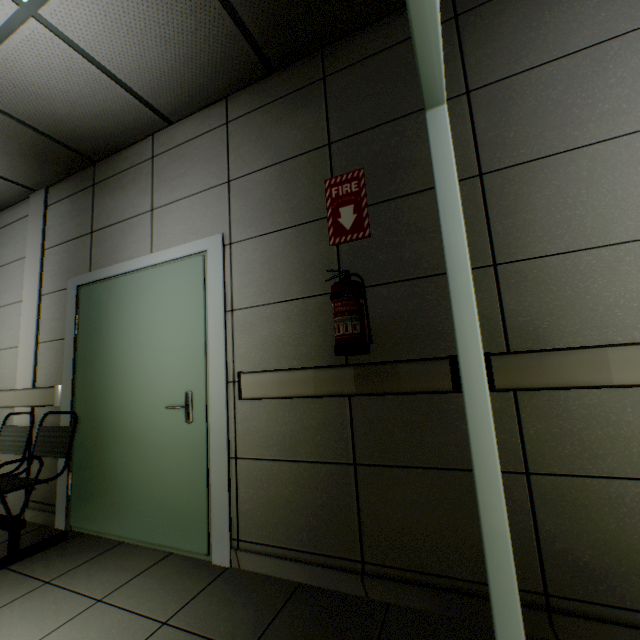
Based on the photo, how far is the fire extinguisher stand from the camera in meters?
1.6

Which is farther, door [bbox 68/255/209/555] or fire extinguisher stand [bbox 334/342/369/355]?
door [bbox 68/255/209/555]

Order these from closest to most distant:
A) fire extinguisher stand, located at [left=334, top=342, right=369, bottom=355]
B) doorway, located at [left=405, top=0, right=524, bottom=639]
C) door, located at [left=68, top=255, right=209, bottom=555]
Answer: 1. doorway, located at [left=405, top=0, right=524, bottom=639]
2. fire extinguisher stand, located at [left=334, top=342, right=369, bottom=355]
3. door, located at [left=68, top=255, right=209, bottom=555]

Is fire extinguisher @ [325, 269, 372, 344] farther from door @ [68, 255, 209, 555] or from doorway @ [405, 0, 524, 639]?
door @ [68, 255, 209, 555]

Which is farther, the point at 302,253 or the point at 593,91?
the point at 302,253

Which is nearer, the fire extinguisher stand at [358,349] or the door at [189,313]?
the fire extinguisher stand at [358,349]

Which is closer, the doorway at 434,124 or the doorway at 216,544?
the doorway at 434,124

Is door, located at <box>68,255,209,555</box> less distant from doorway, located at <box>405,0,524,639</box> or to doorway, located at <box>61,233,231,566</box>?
doorway, located at <box>61,233,231,566</box>
